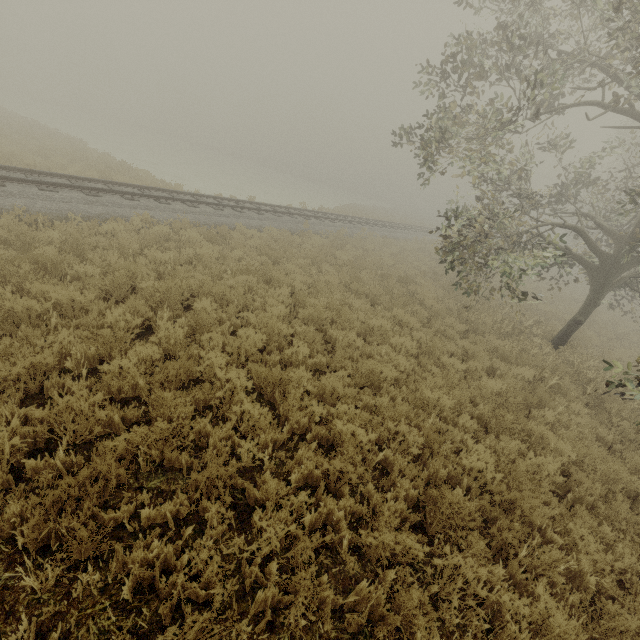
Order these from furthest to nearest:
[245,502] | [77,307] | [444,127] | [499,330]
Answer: [499,330]
[444,127]
[77,307]
[245,502]
